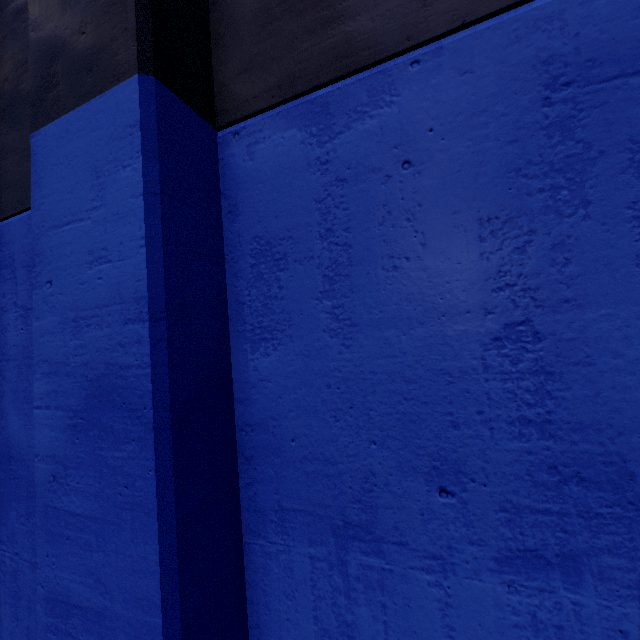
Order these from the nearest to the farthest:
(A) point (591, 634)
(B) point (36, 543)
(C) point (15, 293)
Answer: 1. (A) point (591, 634)
2. (B) point (36, 543)
3. (C) point (15, 293)
